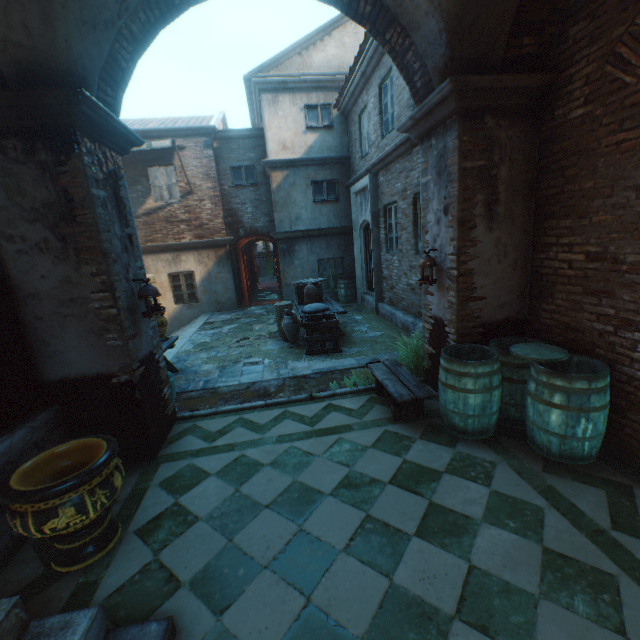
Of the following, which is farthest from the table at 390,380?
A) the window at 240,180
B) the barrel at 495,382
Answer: the window at 240,180

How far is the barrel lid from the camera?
3.43m

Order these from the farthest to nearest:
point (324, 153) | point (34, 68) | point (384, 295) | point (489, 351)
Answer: point (324, 153), point (384, 295), point (489, 351), point (34, 68)

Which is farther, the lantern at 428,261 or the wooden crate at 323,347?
the wooden crate at 323,347

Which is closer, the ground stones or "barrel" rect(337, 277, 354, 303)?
the ground stones

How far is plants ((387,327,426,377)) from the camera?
5.3 meters

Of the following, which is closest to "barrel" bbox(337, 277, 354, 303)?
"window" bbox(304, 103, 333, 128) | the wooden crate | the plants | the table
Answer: the wooden crate

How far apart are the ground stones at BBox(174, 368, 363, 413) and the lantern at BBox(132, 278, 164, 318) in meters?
1.8 m
